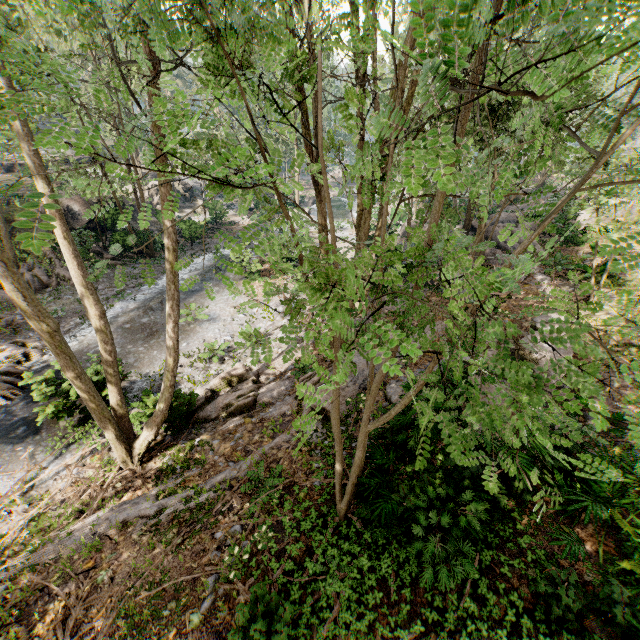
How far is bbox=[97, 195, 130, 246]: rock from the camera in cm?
2285

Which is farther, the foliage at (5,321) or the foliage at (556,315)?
the foliage at (5,321)

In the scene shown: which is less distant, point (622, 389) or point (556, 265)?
point (622, 389)

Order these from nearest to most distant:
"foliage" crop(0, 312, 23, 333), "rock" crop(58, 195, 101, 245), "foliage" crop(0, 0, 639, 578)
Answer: "foliage" crop(0, 0, 639, 578), "foliage" crop(0, 312, 23, 333), "rock" crop(58, 195, 101, 245)

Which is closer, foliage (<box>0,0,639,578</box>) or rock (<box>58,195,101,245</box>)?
foliage (<box>0,0,639,578</box>)

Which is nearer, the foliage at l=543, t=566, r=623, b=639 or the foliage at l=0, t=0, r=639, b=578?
the foliage at l=0, t=0, r=639, b=578

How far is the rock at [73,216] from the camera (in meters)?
20.86
